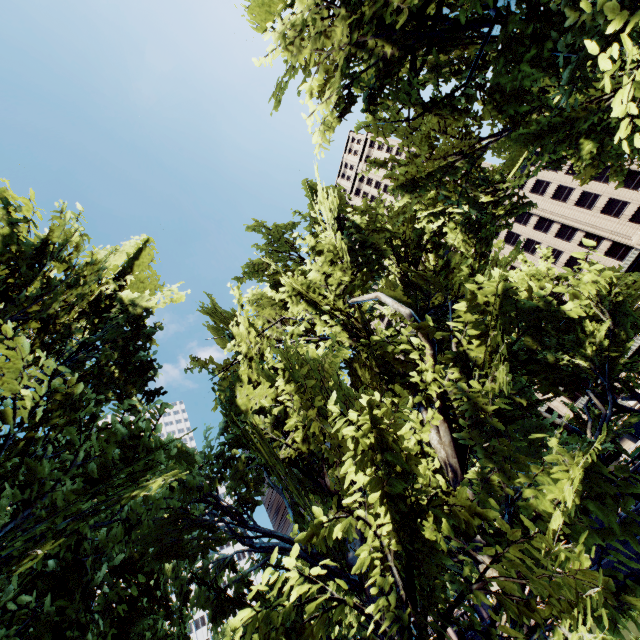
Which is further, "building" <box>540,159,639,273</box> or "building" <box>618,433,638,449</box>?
A: "building" <box>618,433,638,449</box>

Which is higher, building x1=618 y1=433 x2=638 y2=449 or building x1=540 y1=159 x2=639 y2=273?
building x1=540 y1=159 x2=639 y2=273

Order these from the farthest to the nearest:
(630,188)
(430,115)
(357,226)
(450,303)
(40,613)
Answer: (630,188) → (430,115) → (357,226) → (450,303) → (40,613)

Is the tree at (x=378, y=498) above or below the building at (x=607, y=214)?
below

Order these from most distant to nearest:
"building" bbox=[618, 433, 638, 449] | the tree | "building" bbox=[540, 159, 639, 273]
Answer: "building" bbox=[618, 433, 638, 449]
"building" bbox=[540, 159, 639, 273]
the tree

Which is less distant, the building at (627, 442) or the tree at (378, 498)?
the tree at (378, 498)

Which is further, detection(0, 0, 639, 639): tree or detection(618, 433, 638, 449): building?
detection(618, 433, 638, 449): building
